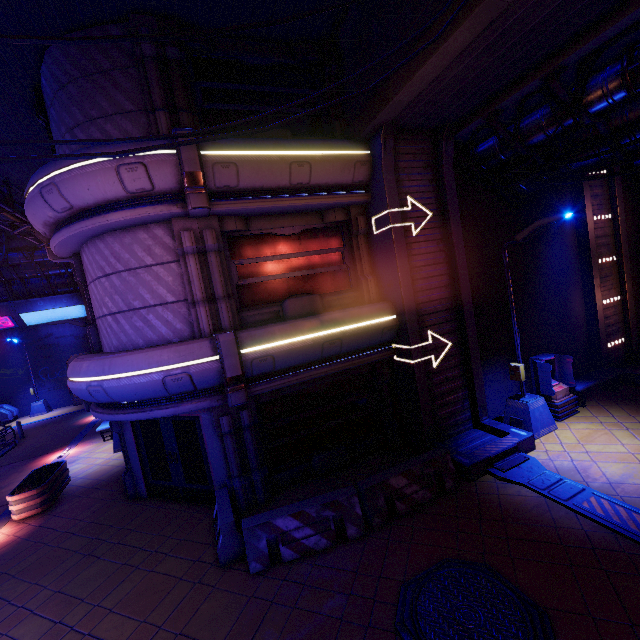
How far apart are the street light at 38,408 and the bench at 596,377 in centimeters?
3254cm

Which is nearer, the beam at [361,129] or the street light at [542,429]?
the beam at [361,129]

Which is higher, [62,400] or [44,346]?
[44,346]

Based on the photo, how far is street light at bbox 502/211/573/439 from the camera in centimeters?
849cm

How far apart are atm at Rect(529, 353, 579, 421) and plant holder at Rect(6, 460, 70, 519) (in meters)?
16.10

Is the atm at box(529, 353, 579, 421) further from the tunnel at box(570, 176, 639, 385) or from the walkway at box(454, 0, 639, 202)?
the walkway at box(454, 0, 639, 202)

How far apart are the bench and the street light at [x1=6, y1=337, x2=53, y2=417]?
32.5m

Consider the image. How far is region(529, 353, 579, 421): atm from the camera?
10.0m
